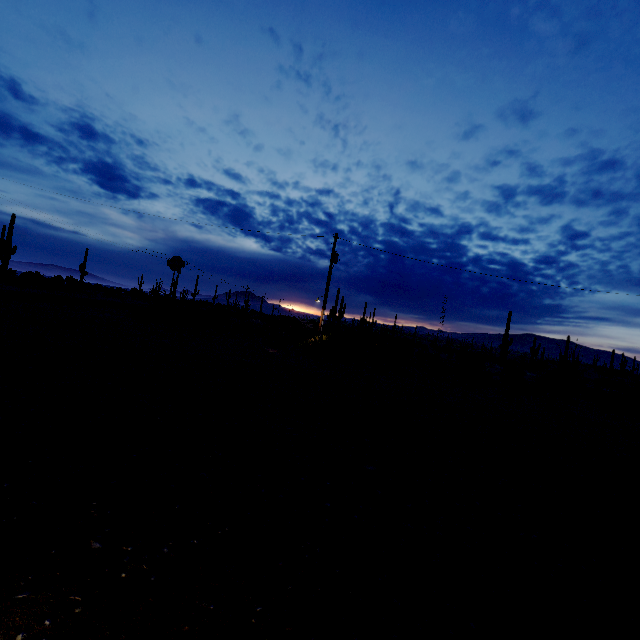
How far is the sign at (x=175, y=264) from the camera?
24.00m

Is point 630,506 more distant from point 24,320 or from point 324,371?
point 24,320

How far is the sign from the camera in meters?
24.0 m
